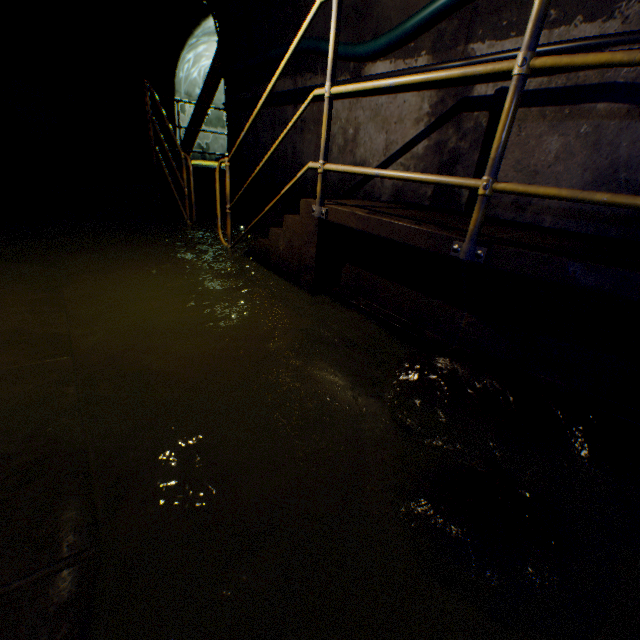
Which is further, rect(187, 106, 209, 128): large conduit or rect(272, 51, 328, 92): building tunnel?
rect(187, 106, 209, 128): large conduit

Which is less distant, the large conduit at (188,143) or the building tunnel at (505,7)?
the building tunnel at (505,7)

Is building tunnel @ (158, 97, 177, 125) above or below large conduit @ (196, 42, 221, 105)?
below

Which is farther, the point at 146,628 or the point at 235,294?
the point at 235,294

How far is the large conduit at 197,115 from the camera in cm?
1038

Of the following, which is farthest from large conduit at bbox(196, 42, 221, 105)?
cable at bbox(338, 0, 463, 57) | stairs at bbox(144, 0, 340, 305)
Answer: cable at bbox(338, 0, 463, 57)

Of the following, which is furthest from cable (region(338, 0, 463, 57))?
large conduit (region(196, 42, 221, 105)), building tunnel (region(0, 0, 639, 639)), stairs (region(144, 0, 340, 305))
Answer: large conduit (region(196, 42, 221, 105))
